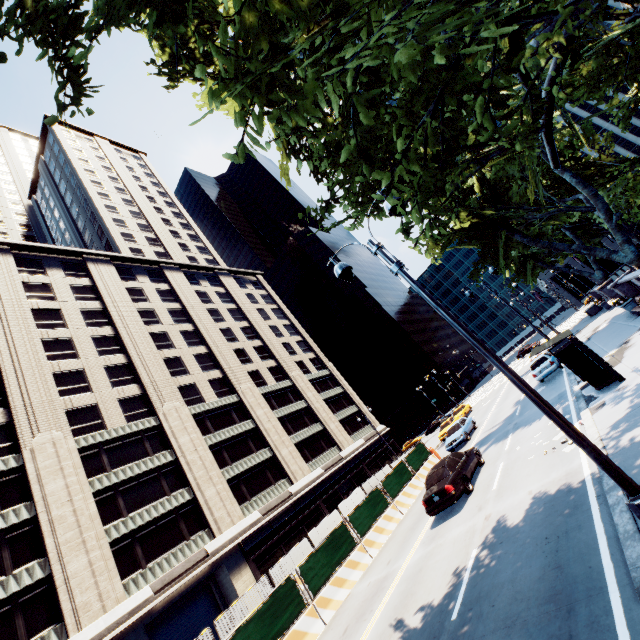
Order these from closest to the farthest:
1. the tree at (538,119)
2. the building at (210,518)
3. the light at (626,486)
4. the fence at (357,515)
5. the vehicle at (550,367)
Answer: the tree at (538,119) → the light at (626,486) → the fence at (357,515) → the building at (210,518) → the vehicle at (550,367)

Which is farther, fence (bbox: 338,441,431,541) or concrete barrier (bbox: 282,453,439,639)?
fence (bbox: 338,441,431,541)

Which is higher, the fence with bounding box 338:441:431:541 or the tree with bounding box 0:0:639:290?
the tree with bounding box 0:0:639:290

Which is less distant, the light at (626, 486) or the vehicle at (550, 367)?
the light at (626, 486)

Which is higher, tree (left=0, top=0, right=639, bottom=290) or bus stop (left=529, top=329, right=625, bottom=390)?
tree (left=0, top=0, right=639, bottom=290)

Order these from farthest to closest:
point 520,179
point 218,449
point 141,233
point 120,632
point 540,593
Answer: point 141,233
point 218,449
point 520,179
point 120,632
point 540,593

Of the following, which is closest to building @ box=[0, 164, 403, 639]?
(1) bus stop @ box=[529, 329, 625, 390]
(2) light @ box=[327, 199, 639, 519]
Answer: (2) light @ box=[327, 199, 639, 519]

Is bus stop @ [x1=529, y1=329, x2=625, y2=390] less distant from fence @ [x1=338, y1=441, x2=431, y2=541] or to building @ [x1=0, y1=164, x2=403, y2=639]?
fence @ [x1=338, y1=441, x2=431, y2=541]
